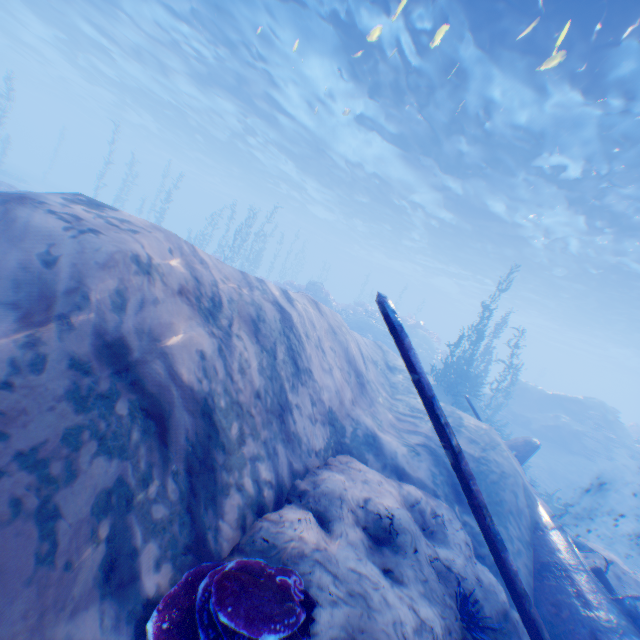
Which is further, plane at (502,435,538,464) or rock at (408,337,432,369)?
rock at (408,337,432,369)

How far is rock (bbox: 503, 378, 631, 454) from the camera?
19.7 meters

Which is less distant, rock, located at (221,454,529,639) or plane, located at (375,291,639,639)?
rock, located at (221,454,529,639)

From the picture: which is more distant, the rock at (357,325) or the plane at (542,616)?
the rock at (357,325)

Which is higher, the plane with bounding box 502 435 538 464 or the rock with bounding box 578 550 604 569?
the plane with bounding box 502 435 538 464

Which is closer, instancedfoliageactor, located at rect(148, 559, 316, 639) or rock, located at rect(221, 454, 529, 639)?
instancedfoliageactor, located at rect(148, 559, 316, 639)

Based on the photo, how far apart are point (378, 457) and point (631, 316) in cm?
3350

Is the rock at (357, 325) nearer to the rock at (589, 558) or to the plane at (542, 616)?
the rock at (589, 558)
